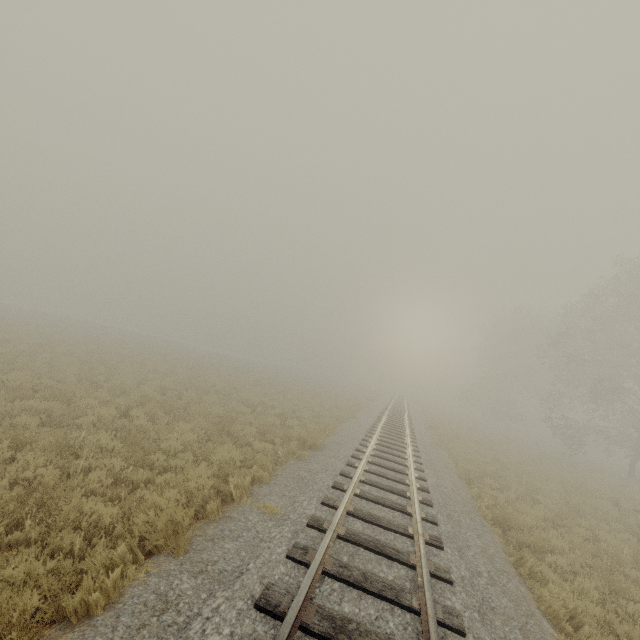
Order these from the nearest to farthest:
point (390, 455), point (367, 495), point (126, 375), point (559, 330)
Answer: point (367, 495)
point (390, 455)
point (126, 375)
point (559, 330)
